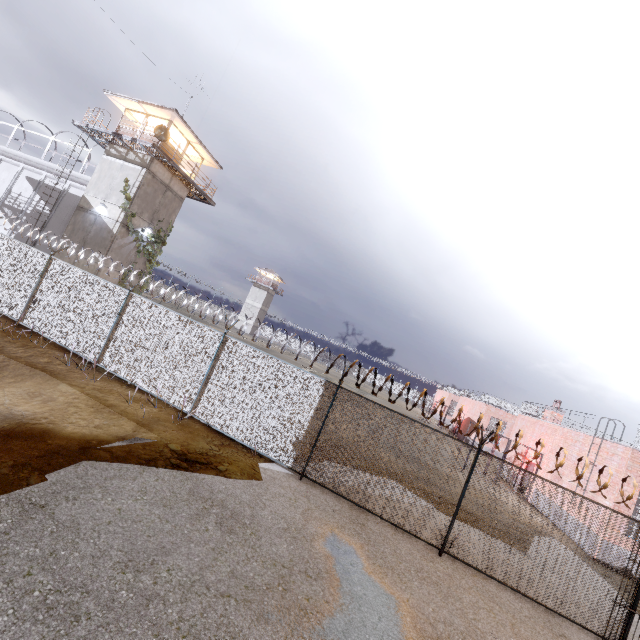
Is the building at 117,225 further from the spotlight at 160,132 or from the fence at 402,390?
the fence at 402,390

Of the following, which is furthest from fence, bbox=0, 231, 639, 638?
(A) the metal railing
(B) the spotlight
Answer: (A) the metal railing

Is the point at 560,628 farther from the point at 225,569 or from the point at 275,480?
the point at 225,569

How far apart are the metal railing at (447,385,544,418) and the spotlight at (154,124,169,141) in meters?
35.7 m

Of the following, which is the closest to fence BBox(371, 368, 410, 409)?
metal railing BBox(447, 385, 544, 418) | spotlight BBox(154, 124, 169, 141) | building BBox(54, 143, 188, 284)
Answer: building BBox(54, 143, 188, 284)

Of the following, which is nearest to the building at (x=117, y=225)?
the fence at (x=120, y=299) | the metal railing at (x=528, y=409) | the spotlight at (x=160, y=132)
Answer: the spotlight at (x=160, y=132)

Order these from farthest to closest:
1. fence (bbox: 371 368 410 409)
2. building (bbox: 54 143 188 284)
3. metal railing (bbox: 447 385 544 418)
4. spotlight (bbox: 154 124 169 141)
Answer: metal railing (bbox: 447 385 544 418) → building (bbox: 54 143 188 284) → spotlight (bbox: 154 124 169 141) → fence (bbox: 371 368 410 409)
